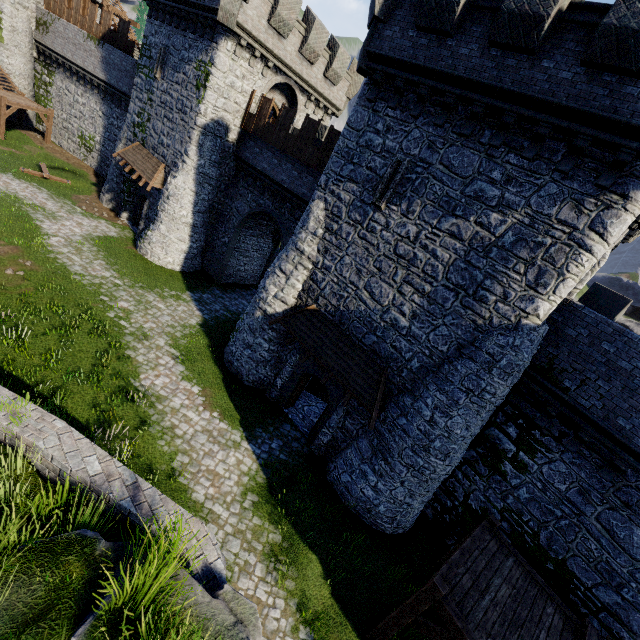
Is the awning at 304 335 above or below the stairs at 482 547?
above

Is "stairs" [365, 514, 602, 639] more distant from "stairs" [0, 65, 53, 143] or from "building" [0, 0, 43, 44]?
"building" [0, 0, 43, 44]

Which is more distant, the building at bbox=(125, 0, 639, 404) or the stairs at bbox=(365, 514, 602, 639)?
the building at bbox=(125, 0, 639, 404)

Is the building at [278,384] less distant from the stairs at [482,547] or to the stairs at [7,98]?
the stairs at [482,547]

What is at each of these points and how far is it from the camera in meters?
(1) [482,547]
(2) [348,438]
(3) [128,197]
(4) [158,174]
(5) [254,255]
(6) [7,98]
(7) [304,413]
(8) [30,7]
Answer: (1) stairs, 9.3
(2) building, 13.3
(3) building, 24.3
(4) awning, 20.6
(5) building, 24.4
(6) stairs, 25.8
(7) building, 16.0
(8) building, 27.8

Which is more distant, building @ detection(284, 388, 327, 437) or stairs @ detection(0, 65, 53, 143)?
stairs @ detection(0, 65, 53, 143)

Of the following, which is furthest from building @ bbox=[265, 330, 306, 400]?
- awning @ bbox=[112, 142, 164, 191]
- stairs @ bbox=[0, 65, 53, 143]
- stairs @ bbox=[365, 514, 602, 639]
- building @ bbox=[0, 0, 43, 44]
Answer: building @ bbox=[0, 0, 43, 44]
